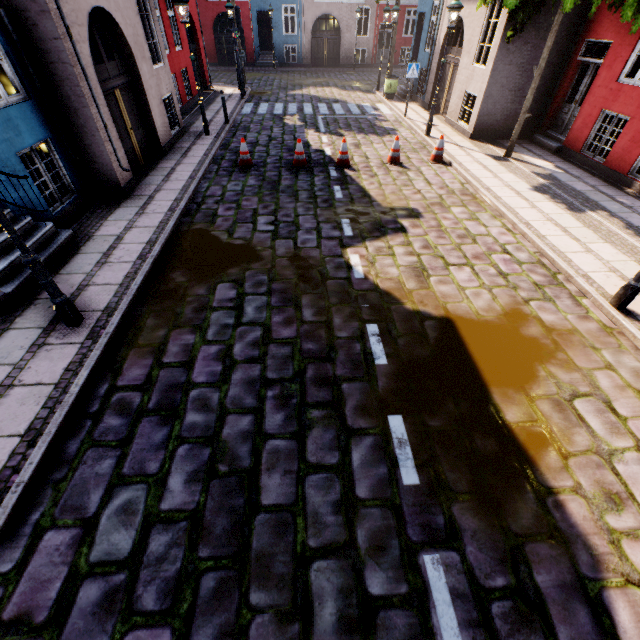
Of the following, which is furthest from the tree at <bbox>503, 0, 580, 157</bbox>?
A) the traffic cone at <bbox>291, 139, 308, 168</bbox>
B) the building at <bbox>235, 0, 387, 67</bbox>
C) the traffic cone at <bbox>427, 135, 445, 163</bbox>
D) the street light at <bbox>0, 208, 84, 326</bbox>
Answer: the street light at <bbox>0, 208, 84, 326</bbox>

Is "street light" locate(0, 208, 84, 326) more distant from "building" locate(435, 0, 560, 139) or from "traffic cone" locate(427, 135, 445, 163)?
"traffic cone" locate(427, 135, 445, 163)

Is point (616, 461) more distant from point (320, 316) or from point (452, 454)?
point (320, 316)

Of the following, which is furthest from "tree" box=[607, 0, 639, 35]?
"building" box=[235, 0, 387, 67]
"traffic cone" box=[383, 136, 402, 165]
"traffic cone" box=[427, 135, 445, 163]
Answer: "traffic cone" box=[383, 136, 402, 165]

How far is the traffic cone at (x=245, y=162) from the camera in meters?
9.5

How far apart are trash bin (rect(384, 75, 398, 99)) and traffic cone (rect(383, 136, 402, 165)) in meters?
9.8

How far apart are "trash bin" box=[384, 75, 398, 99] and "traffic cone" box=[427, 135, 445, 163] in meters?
9.6 m

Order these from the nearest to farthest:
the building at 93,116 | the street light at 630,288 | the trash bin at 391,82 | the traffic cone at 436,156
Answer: the street light at 630,288 → the building at 93,116 → the traffic cone at 436,156 → the trash bin at 391,82
